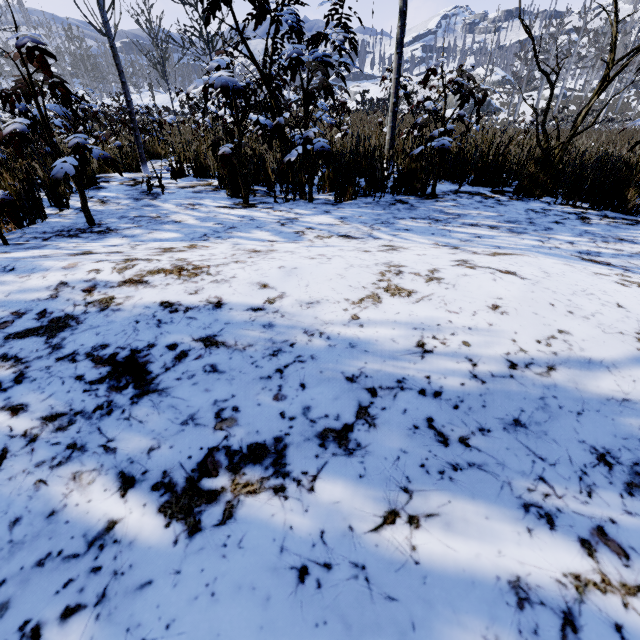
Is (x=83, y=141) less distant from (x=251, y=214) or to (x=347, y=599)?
(x=251, y=214)
